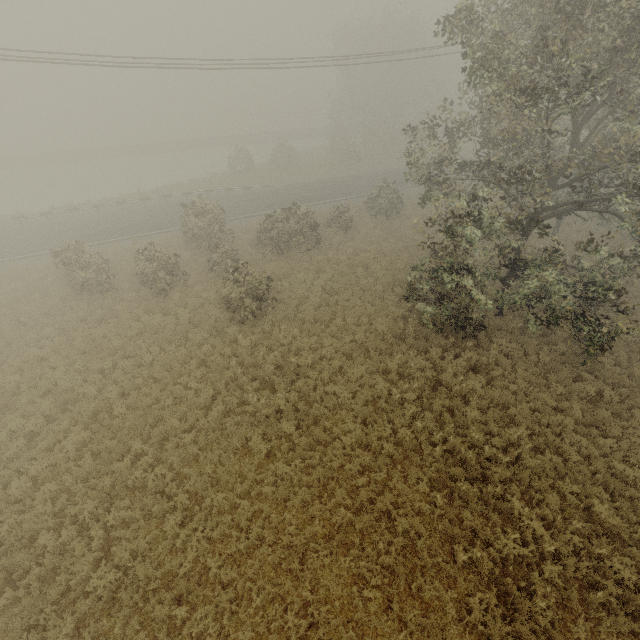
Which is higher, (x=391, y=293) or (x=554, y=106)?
(x=554, y=106)
